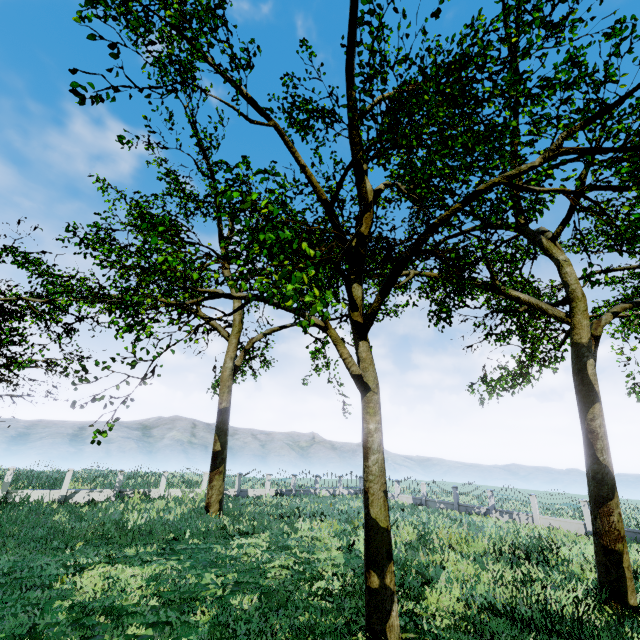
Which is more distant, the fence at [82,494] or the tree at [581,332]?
the fence at [82,494]

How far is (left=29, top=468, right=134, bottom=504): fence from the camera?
21.7 meters

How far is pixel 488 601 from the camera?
9.9m

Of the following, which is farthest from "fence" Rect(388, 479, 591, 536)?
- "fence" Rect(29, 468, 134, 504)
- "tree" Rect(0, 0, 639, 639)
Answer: "fence" Rect(29, 468, 134, 504)

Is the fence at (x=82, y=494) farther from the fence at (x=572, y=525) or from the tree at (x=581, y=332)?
the fence at (x=572, y=525)

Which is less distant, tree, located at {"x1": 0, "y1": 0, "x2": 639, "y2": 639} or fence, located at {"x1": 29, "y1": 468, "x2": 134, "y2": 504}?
tree, located at {"x1": 0, "y1": 0, "x2": 639, "y2": 639}

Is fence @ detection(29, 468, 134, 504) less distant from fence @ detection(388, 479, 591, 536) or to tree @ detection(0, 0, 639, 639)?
tree @ detection(0, 0, 639, 639)

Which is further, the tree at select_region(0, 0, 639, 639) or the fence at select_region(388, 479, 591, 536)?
the fence at select_region(388, 479, 591, 536)
